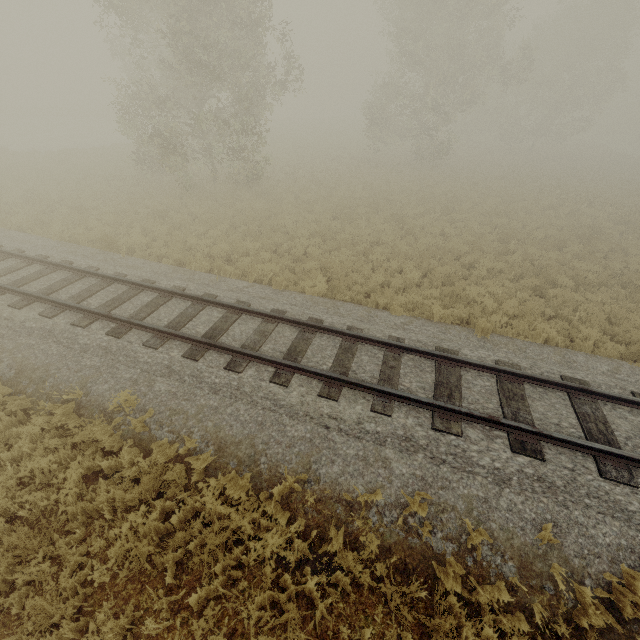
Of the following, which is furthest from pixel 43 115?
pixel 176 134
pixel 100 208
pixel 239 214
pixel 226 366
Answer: pixel 226 366
